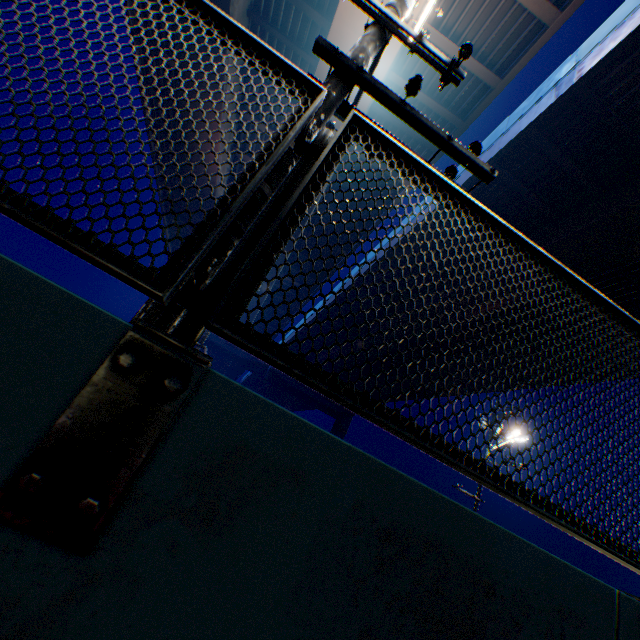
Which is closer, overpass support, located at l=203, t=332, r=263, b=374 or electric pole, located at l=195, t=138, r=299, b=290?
electric pole, located at l=195, t=138, r=299, b=290

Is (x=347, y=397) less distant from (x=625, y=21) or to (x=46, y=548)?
(x=46, y=548)

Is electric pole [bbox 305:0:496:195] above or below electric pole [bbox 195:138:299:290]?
above

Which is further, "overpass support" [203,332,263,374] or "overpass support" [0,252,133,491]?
"overpass support" [203,332,263,374]

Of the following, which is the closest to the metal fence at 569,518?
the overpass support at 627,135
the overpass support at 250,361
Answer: the overpass support at 627,135

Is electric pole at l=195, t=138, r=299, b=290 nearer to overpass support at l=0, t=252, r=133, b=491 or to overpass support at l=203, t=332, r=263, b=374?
overpass support at l=0, t=252, r=133, b=491

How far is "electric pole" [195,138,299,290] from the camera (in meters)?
1.79

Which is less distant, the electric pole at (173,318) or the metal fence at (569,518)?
the metal fence at (569,518)
